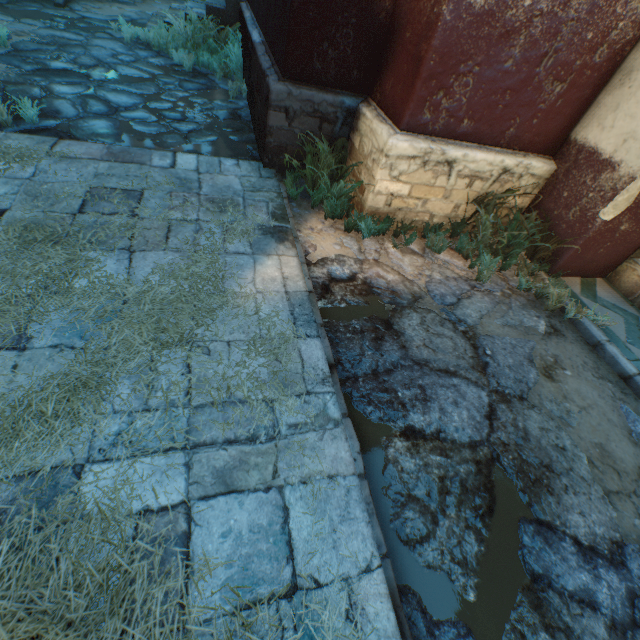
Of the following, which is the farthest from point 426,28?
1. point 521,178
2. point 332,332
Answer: point 332,332

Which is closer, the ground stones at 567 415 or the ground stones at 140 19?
the ground stones at 567 415

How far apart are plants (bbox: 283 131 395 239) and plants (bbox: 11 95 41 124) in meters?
2.8 m

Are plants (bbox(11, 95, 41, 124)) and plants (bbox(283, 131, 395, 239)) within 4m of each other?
yes

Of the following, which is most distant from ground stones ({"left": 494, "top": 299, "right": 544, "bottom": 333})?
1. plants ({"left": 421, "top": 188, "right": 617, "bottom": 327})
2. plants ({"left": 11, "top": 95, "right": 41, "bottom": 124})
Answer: plants ({"left": 11, "top": 95, "right": 41, "bottom": 124})

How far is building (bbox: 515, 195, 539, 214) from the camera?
3.9 meters

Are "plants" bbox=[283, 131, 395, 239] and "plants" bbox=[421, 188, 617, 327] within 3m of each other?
yes

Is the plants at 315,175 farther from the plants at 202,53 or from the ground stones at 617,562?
the plants at 202,53
